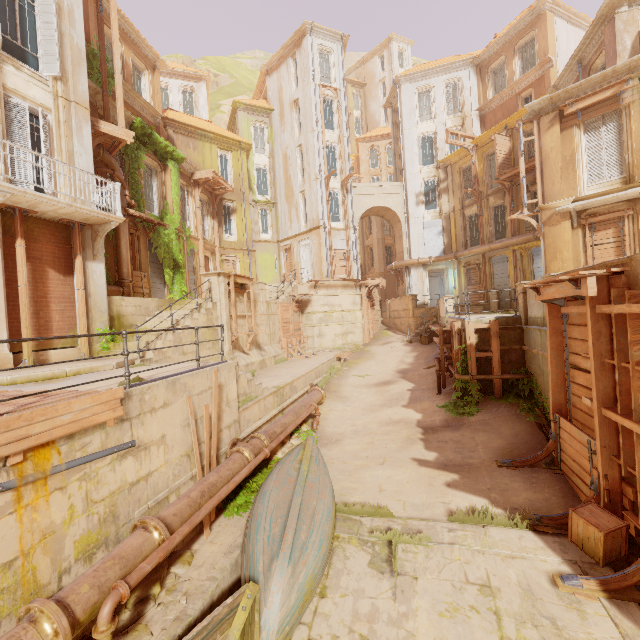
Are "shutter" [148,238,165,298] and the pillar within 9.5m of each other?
yes

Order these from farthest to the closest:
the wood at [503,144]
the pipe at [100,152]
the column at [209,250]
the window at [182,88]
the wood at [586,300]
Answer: the window at [182,88] < the column at [209,250] < the wood at [503,144] < the pipe at [100,152] < the wood at [586,300]

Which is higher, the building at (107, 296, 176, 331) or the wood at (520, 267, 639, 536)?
the building at (107, 296, 176, 331)

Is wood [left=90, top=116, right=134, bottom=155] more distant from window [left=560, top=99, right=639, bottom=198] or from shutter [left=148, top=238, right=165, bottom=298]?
window [left=560, top=99, right=639, bottom=198]

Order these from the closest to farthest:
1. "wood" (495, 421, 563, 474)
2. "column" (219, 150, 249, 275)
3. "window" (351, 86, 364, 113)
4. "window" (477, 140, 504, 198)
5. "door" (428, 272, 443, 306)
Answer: "wood" (495, 421, 563, 474)
"window" (477, 140, 504, 198)
"column" (219, 150, 249, 275)
"door" (428, 272, 443, 306)
"window" (351, 86, 364, 113)

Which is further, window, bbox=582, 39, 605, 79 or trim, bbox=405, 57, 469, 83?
trim, bbox=405, 57, 469, 83

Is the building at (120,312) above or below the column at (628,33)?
below

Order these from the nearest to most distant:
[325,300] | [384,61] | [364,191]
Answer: [325,300] < [364,191] < [384,61]
